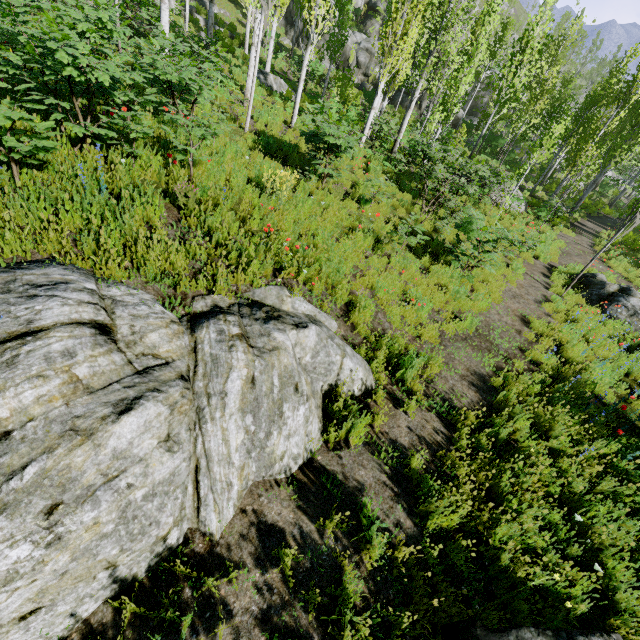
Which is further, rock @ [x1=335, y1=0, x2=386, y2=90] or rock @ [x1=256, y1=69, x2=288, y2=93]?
rock @ [x1=335, y1=0, x2=386, y2=90]

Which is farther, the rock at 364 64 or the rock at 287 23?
the rock at 287 23

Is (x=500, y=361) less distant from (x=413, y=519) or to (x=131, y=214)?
(x=413, y=519)

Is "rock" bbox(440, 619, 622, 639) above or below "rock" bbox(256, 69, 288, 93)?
below

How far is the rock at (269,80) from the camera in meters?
16.6 m

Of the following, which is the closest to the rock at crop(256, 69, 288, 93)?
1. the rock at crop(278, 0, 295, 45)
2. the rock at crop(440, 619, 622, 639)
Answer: the rock at crop(278, 0, 295, 45)

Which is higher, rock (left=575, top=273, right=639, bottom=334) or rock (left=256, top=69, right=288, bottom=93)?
rock (left=256, top=69, right=288, bottom=93)

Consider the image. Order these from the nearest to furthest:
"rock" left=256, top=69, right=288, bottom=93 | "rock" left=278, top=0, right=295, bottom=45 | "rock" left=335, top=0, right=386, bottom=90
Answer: "rock" left=256, top=69, right=288, bottom=93 → "rock" left=335, top=0, right=386, bottom=90 → "rock" left=278, top=0, right=295, bottom=45
